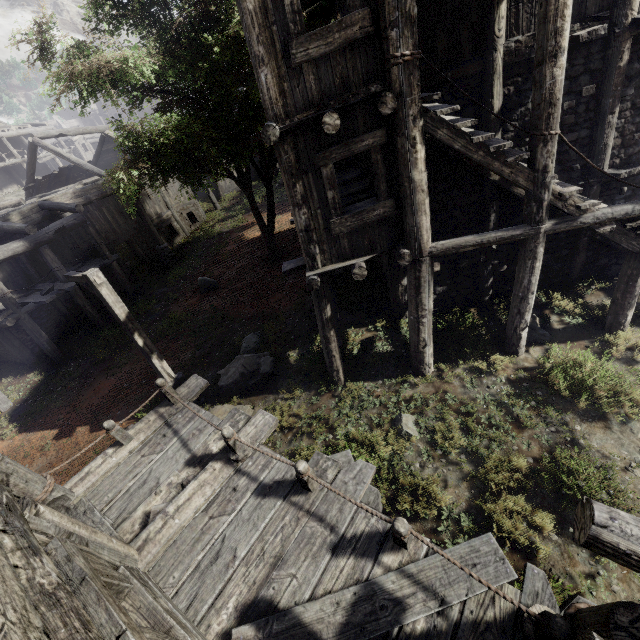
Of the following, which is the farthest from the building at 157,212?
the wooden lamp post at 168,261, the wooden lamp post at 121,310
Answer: the wooden lamp post at 121,310

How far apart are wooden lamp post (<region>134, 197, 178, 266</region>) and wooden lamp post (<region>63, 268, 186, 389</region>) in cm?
1090

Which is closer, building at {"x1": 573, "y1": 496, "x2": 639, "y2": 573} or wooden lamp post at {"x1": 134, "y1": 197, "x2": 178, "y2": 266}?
building at {"x1": 573, "y1": 496, "x2": 639, "y2": 573}

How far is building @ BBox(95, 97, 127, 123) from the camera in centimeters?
5201cm

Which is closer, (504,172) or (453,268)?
(504,172)

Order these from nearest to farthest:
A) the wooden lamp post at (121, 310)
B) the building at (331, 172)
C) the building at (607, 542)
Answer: the building at (607, 542), the building at (331, 172), the wooden lamp post at (121, 310)

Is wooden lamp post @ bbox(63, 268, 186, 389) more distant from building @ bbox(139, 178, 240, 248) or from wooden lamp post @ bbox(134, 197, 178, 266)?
wooden lamp post @ bbox(134, 197, 178, 266)

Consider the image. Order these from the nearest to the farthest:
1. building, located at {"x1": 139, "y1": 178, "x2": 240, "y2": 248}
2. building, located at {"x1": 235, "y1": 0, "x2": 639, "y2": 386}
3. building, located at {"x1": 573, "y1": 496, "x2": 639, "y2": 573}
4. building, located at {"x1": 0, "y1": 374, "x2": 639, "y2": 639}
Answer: building, located at {"x1": 573, "y1": 496, "x2": 639, "y2": 573}, building, located at {"x1": 0, "y1": 374, "x2": 639, "y2": 639}, building, located at {"x1": 235, "y1": 0, "x2": 639, "y2": 386}, building, located at {"x1": 139, "y1": 178, "x2": 240, "y2": 248}
